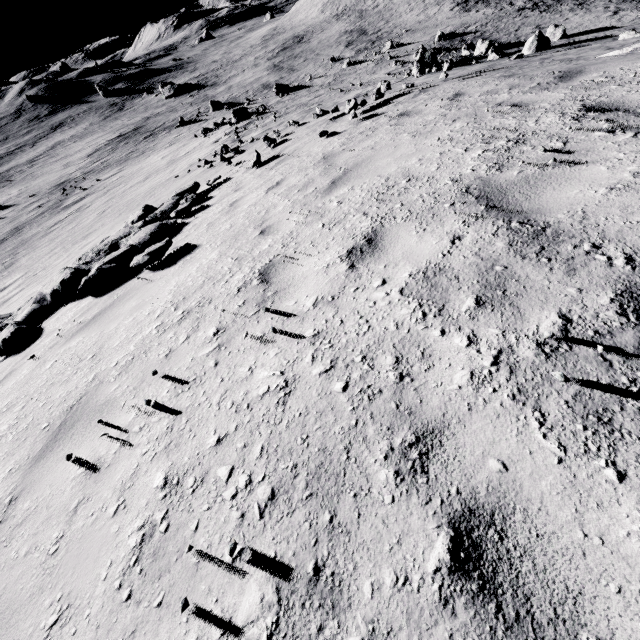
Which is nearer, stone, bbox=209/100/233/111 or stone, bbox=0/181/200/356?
stone, bbox=0/181/200/356

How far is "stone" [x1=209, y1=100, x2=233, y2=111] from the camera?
43.72m

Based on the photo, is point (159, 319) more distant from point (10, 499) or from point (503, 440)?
point (503, 440)

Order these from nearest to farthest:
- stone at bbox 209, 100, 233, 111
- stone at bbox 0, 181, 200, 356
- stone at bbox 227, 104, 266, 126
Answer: stone at bbox 0, 181, 200, 356
stone at bbox 227, 104, 266, 126
stone at bbox 209, 100, 233, 111

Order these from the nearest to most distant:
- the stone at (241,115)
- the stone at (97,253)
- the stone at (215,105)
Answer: the stone at (97,253) → the stone at (241,115) → the stone at (215,105)

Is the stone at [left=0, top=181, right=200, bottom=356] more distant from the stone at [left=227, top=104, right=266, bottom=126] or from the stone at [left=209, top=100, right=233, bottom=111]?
the stone at [left=209, top=100, right=233, bottom=111]

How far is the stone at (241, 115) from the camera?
30.1 meters

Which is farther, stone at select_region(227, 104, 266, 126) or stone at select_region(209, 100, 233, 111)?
stone at select_region(209, 100, 233, 111)
